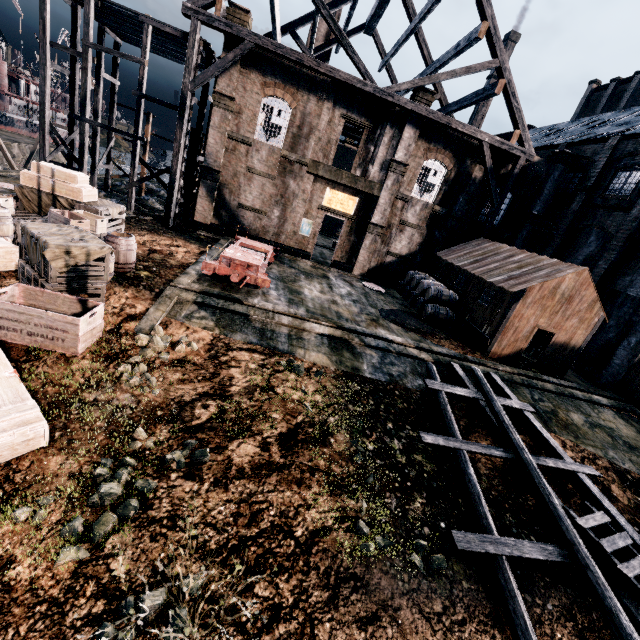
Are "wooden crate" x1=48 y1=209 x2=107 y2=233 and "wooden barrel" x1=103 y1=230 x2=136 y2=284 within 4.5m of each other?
yes

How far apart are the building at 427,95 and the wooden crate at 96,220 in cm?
2014

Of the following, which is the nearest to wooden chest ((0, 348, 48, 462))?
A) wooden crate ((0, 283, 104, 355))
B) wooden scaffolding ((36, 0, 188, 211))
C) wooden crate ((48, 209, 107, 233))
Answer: wooden crate ((0, 283, 104, 355))

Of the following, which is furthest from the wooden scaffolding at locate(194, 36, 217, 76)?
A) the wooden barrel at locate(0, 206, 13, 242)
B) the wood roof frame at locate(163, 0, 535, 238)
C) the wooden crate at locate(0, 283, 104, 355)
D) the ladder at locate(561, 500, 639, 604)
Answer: the ladder at locate(561, 500, 639, 604)

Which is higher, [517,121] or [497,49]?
[497,49]

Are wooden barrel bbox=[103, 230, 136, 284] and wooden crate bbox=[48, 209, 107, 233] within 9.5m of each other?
yes

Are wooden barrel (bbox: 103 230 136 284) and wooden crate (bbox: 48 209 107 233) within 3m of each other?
yes

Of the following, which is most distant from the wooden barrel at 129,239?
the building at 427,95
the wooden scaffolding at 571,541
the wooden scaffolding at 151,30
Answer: the building at 427,95
